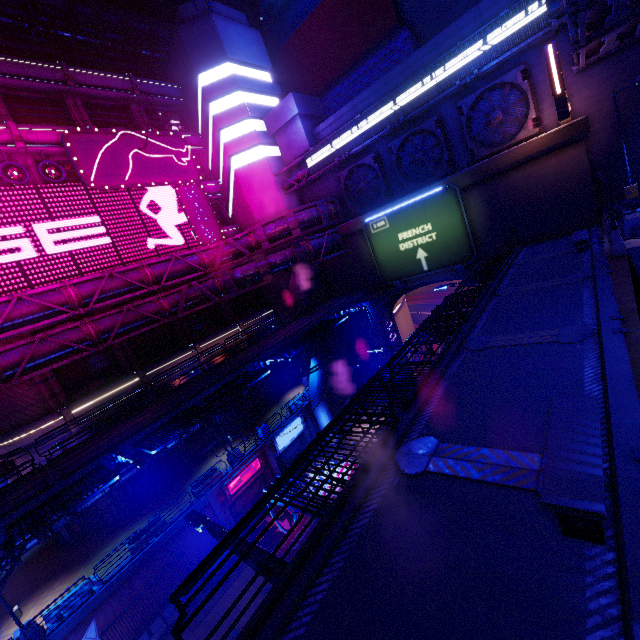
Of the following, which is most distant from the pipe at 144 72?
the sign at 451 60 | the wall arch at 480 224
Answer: the wall arch at 480 224

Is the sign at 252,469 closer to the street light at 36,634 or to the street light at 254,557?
the street light at 36,634

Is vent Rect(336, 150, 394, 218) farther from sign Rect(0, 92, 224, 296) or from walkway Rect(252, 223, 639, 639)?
sign Rect(0, 92, 224, 296)

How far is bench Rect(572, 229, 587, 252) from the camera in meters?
14.4

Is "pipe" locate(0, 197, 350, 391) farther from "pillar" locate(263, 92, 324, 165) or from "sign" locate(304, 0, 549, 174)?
"pillar" locate(263, 92, 324, 165)

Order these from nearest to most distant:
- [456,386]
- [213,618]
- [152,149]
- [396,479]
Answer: [396,479]
[456,386]
[213,618]
[152,149]

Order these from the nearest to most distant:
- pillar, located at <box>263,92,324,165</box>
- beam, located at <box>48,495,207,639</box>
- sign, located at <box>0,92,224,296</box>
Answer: beam, located at <box>48,495,207,639</box> < sign, located at <box>0,92,224,296</box> < pillar, located at <box>263,92,324,165</box>

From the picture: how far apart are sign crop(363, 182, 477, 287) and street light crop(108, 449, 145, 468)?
21.05m
